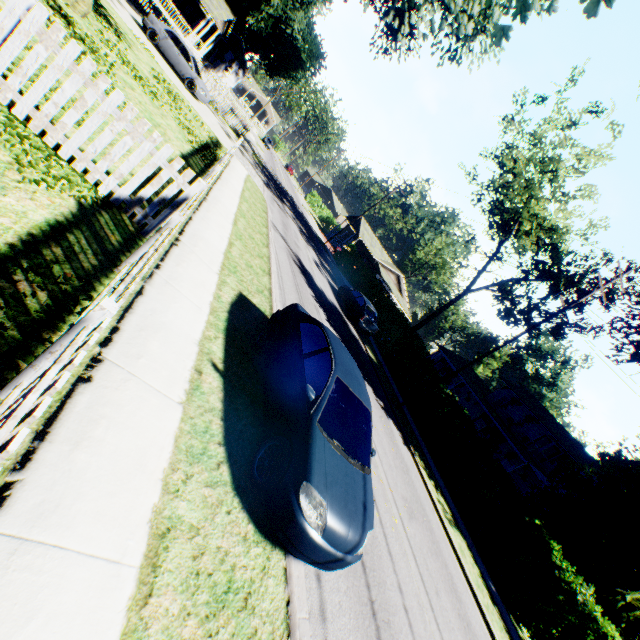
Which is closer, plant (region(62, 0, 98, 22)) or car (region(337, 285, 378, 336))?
plant (region(62, 0, 98, 22))

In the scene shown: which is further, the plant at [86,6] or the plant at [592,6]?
the plant at [86,6]

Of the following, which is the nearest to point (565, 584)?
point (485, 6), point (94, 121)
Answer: point (94, 121)

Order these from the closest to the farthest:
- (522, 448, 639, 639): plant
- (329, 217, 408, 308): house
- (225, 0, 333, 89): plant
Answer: (522, 448, 639, 639): plant
(225, 0, 333, 89): plant
(329, 217, 408, 308): house

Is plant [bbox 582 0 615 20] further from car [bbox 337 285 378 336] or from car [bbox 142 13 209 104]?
car [bbox 142 13 209 104]

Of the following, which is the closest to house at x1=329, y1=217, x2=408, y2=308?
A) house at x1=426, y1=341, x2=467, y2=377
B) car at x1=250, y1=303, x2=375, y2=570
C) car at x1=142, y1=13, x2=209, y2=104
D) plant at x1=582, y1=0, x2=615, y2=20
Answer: house at x1=426, y1=341, x2=467, y2=377

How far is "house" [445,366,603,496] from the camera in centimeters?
2941cm

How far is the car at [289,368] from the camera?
3.88m
